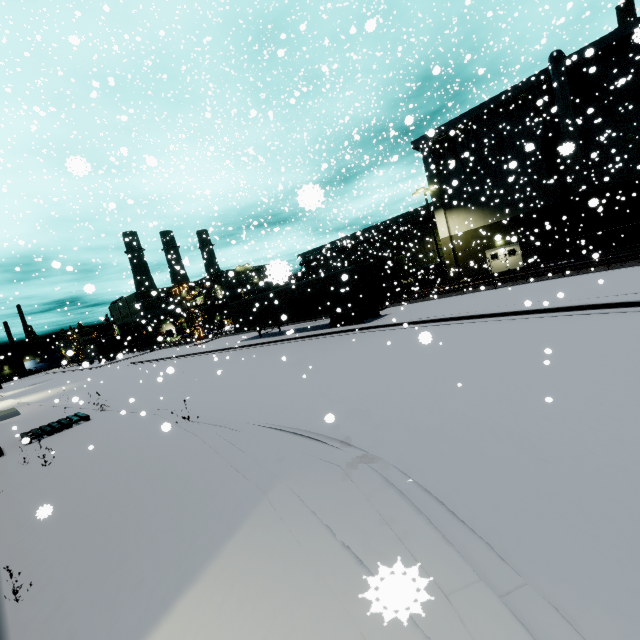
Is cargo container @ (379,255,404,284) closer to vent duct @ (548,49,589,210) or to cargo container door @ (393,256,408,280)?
cargo container door @ (393,256,408,280)

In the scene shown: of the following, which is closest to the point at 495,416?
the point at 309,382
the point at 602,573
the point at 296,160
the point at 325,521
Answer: the point at 602,573

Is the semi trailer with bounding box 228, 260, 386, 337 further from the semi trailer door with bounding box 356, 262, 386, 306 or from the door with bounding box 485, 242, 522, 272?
the door with bounding box 485, 242, 522, 272

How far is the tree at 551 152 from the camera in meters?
27.2

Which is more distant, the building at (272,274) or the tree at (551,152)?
the tree at (551,152)

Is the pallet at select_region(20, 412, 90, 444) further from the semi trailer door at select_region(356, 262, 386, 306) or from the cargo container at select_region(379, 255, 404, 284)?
the cargo container at select_region(379, 255, 404, 284)

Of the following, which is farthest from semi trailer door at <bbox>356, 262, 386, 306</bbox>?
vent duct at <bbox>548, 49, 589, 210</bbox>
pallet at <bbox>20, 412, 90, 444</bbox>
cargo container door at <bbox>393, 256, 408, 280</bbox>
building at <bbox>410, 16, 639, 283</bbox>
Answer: pallet at <bbox>20, 412, 90, 444</bbox>

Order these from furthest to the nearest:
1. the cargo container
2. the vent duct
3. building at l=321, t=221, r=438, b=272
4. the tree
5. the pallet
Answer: building at l=321, t=221, r=438, b=272
the cargo container
the tree
the vent duct
the pallet
